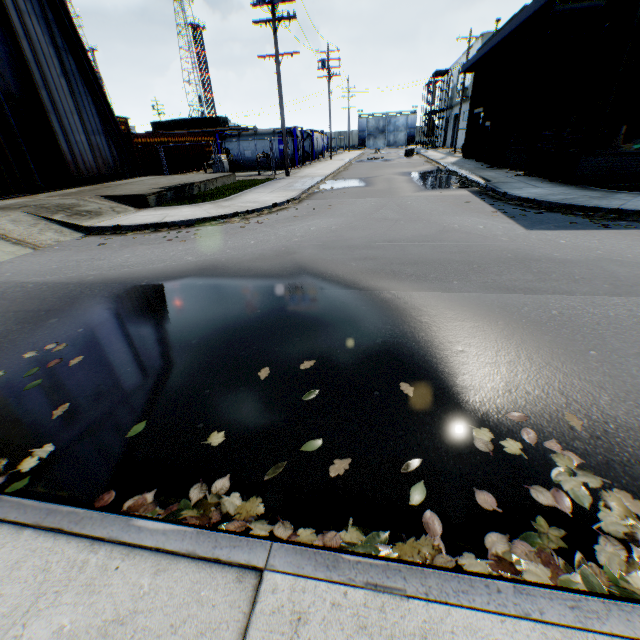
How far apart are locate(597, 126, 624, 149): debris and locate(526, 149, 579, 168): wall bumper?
1.30m

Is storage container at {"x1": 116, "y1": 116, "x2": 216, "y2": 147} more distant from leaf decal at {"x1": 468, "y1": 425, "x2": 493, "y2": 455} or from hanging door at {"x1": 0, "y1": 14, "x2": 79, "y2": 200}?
leaf decal at {"x1": 468, "y1": 425, "x2": 493, "y2": 455}

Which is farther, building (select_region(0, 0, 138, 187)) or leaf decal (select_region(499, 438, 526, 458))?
building (select_region(0, 0, 138, 187))

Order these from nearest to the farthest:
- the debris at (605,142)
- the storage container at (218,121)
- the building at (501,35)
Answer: the building at (501,35) < the debris at (605,142) < the storage container at (218,121)

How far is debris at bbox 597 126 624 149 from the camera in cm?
1201

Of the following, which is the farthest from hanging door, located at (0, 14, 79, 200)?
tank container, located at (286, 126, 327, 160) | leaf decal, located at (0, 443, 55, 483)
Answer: tank container, located at (286, 126, 327, 160)

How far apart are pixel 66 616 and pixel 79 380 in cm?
246

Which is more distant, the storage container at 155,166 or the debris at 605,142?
the storage container at 155,166
